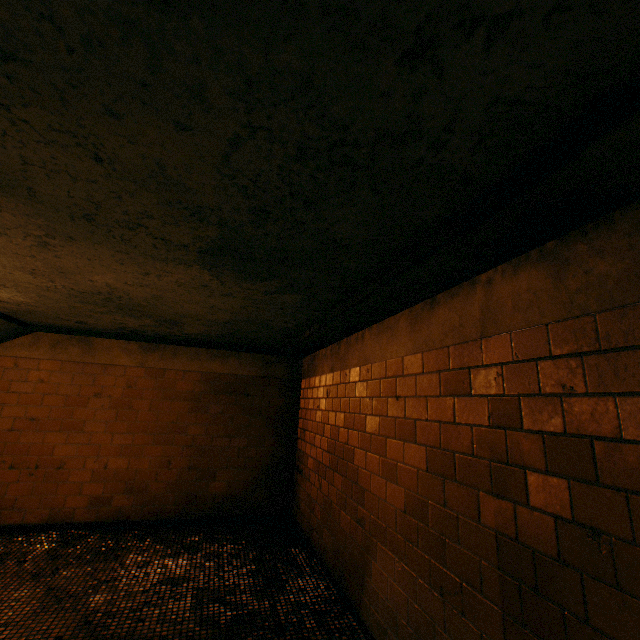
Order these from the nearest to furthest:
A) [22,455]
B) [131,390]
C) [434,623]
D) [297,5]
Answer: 1. [297,5]
2. [434,623]
3. [22,455]
4. [131,390]
